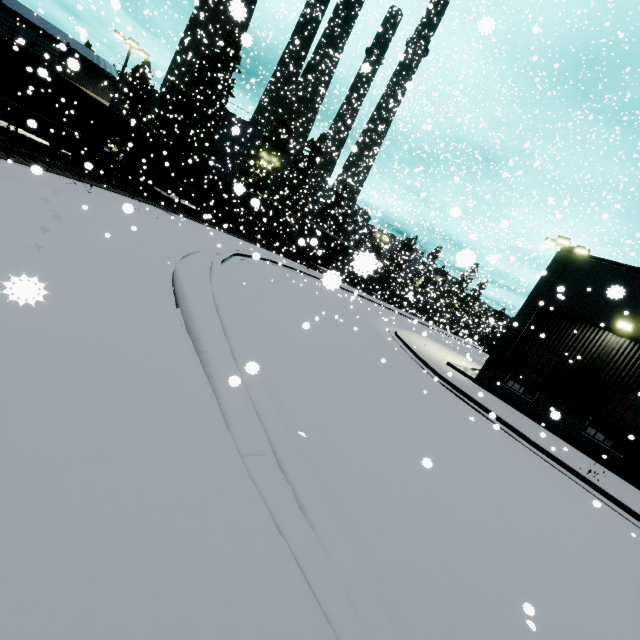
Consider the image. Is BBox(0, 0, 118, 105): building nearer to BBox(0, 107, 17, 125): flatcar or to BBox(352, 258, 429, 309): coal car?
BBox(352, 258, 429, 309): coal car

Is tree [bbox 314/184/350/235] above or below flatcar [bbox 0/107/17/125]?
above

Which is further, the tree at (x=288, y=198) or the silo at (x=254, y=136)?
the silo at (x=254, y=136)

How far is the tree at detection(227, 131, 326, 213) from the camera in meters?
40.0 m

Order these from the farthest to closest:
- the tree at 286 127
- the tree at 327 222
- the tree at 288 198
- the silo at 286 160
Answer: the silo at 286 160 < the tree at 327 222 < the tree at 288 198 < the tree at 286 127

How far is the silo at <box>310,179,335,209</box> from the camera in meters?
46.4 m

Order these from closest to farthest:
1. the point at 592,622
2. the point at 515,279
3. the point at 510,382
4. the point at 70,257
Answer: the point at 592,622
the point at 70,257
the point at 510,382
the point at 515,279

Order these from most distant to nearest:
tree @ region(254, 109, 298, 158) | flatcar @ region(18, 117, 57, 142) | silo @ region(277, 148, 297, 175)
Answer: silo @ region(277, 148, 297, 175) → tree @ region(254, 109, 298, 158) → flatcar @ region(18, 117, 57, 142)
